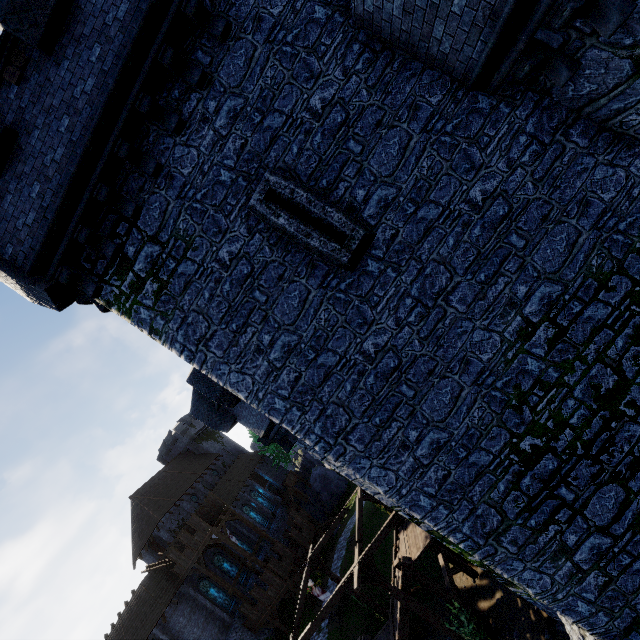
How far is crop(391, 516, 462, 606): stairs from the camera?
15.20m

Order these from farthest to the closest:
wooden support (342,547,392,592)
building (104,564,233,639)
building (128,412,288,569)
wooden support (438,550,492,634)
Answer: building (128,412,288,569) → building (104,564,233,639) → wooden support (438,550,492,634) → wooden support (342,547,392,592)

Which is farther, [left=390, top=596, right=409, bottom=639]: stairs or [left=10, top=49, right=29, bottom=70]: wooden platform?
[left=390, top=596, right=409, bottom=639]: stairs

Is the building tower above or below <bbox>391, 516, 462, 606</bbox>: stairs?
above

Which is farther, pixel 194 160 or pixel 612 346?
pixel 194 160

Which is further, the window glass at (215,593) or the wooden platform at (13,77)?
the window glass at (215,593)

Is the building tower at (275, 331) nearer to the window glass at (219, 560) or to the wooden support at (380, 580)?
the wooden support at (380, 580)

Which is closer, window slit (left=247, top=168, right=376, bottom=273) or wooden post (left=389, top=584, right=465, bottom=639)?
window slit (left=247, top=168, right=376, bottom=273)
